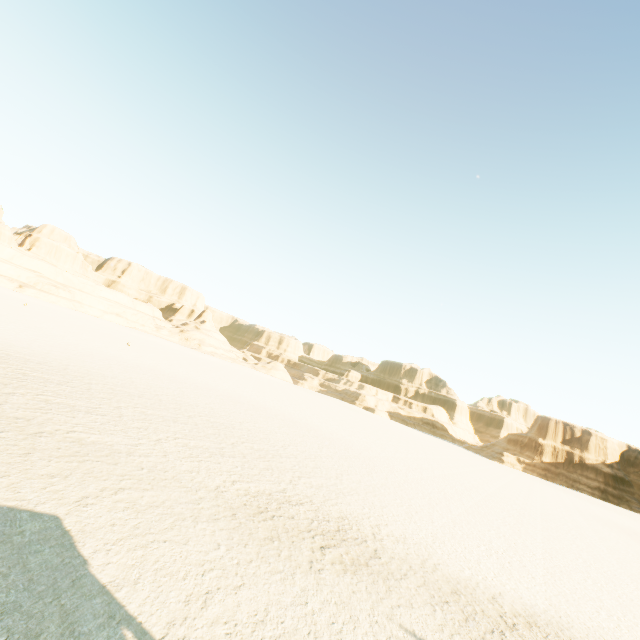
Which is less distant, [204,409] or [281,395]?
[204,409]
